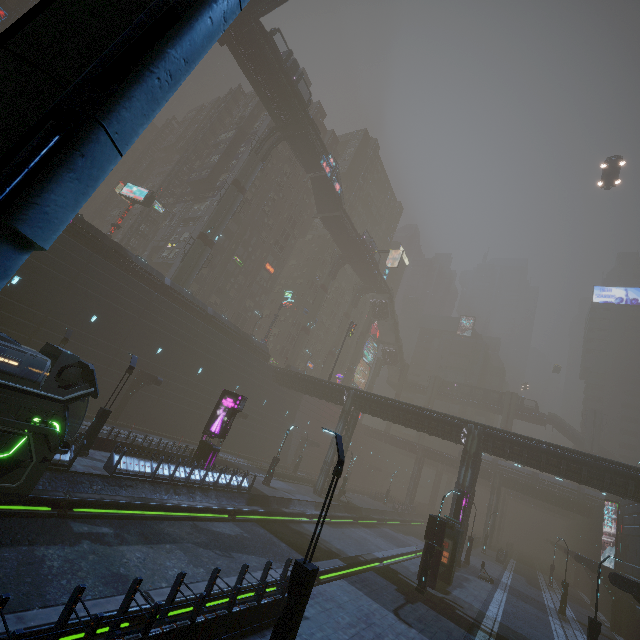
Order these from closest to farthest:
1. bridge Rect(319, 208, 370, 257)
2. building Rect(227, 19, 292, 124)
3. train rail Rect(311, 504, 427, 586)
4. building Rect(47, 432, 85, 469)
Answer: building Rect(47, 432, 85, 469)
train rail Rect(311, 504, 427, 586)
building Rect(227, 19, 292, 124)
bridge Rect(319, 208, 370, 257)

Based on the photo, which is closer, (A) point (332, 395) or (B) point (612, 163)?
(B) point (612, 163)

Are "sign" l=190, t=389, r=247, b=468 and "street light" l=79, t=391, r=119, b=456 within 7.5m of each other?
yes

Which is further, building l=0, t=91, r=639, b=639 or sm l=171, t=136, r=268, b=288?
sm l=171, t=136, r=268, b=288

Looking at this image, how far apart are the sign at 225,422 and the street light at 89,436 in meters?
6.8

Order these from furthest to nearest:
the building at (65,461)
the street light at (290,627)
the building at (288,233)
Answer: the building at (288,233) < the building at (65,461) < the street light at (290,627)

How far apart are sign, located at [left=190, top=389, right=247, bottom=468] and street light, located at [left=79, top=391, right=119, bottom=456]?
6.8 meters

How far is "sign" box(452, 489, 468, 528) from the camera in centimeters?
2475cm
